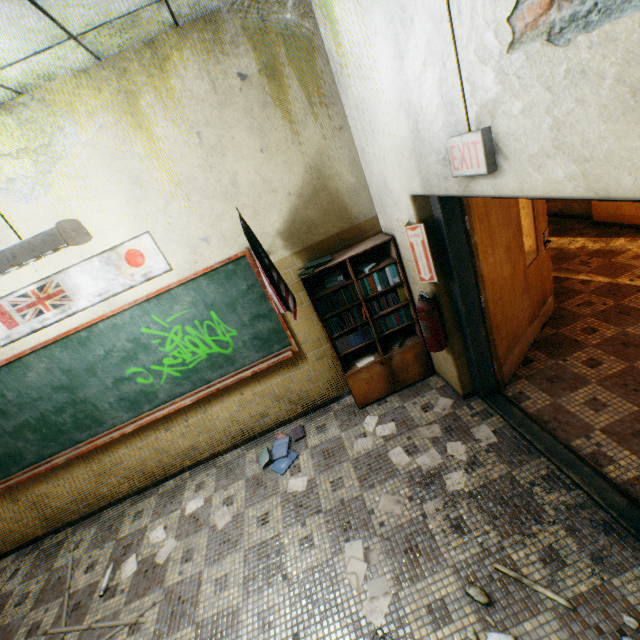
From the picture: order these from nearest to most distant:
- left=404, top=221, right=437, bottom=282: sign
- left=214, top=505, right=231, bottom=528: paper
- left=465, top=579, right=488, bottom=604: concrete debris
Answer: left=465, top=579, right=488, bottom=604: concrete debris < left=404, top=221, right=437, bottom=282: sign < left=214, top=505, right=231, bottom=528: paper

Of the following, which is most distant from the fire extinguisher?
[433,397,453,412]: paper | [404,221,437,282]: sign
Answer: [433,397,453,412]: paper

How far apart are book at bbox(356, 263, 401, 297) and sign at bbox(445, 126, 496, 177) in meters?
1.6

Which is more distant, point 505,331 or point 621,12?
point 505,331

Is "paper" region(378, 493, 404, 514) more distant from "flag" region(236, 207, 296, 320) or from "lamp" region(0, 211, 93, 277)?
"lamp" region(0, 211, 93, 277)

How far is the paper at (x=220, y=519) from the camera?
3.3 meters

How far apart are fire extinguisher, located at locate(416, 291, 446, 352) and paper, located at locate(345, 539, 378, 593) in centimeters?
172cm

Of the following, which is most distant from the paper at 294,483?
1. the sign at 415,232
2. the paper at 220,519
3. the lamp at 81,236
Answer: the lamp at 81,236
